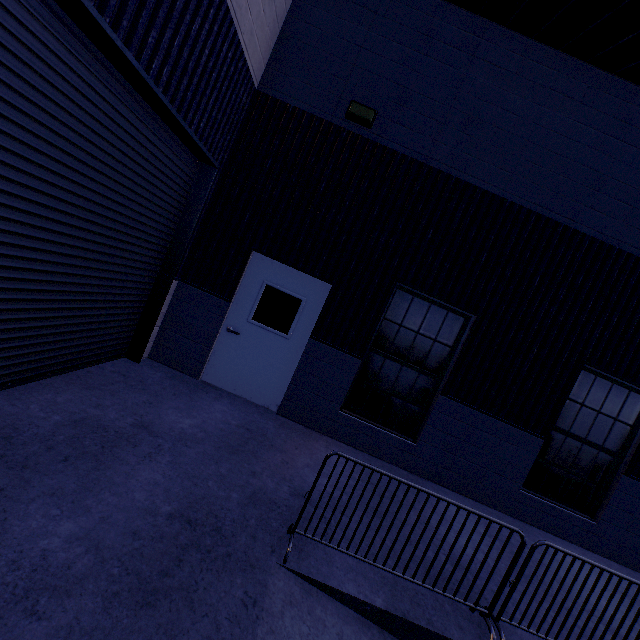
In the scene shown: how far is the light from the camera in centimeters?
523cm

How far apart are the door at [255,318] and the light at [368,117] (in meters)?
2.56

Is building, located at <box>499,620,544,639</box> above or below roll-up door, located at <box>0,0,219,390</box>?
below

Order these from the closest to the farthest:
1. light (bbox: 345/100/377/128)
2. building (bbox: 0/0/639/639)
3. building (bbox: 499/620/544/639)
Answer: building (bbox: 0/0/639/639) → building (bbox: 499/620/544/639) → light (bbox: 345/100/377/128)

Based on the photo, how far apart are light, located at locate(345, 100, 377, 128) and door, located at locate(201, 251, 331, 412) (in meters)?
2.56

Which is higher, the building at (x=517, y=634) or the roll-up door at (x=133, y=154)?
the roll-up door at (x=133, y=154)

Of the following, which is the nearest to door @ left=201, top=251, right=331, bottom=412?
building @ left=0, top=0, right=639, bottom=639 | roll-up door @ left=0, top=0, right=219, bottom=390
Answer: building @ left=0, top=0, right=639, bottom=639

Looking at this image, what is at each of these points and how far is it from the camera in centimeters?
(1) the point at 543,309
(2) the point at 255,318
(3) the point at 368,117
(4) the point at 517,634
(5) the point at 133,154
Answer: (1) building, 550cm
(2) door, 573cm
(3) light, 524cm
(4) building, 307cm
(5) roll-up door, 369cm
